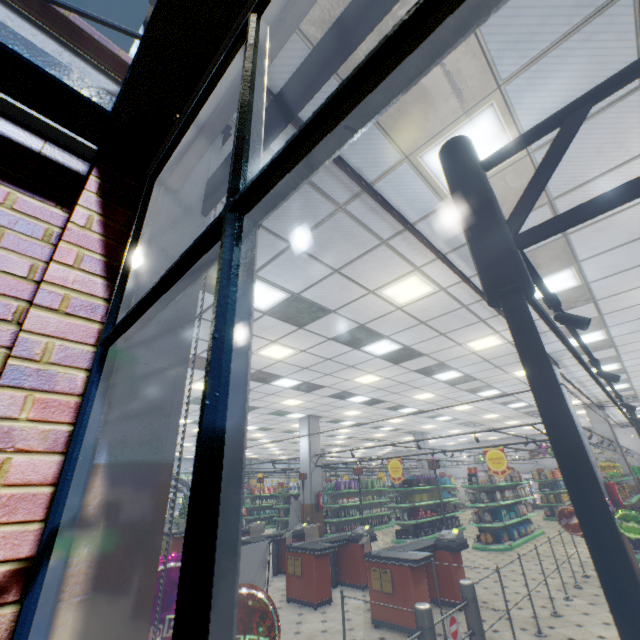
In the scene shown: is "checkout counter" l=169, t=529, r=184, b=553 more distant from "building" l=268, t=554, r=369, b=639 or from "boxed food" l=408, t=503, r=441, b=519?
"boxed food" l=408, t=503, r=441, b=519

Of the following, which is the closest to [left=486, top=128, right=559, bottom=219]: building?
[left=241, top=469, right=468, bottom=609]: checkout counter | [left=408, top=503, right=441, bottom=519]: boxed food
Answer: [left=241, top=469, right=468, bottom=609]: checkout counter

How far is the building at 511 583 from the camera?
6.28m

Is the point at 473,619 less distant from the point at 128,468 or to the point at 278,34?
the point at 128,468

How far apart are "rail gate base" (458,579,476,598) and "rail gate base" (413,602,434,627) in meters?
0.9

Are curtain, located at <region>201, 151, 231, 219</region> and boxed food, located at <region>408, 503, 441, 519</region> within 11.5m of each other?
no

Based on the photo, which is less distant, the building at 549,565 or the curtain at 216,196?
the curtain at 216,196

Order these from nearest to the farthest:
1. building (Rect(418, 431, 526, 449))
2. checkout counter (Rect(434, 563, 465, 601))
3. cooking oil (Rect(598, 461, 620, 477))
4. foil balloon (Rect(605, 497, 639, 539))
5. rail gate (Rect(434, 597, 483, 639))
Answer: rail gate (Rect(434, 597, 483, 639)) < checkout counter (Rect(434, 563, 465, 601)) < foil balloon (Rect(605, 497, 639, 539)) < cooking oil (Rect(598, 461, 620, 477)) < building (Rect(418, 431, 526, 449))
